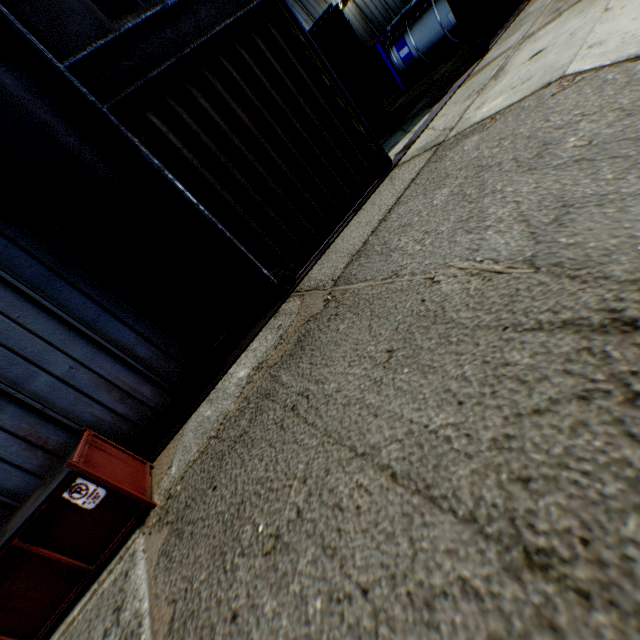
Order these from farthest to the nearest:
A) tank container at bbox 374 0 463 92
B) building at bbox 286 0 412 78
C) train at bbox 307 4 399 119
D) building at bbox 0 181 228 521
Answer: building at bbox 286 0 412 78
tank container at bbox 374 0 463 92
train at bbox 307 4 399 119
building at bbox 0 181 228 521

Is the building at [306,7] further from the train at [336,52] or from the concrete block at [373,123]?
the concrete block at [373,123]

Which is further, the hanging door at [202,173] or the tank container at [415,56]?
the tank container at [415,56]

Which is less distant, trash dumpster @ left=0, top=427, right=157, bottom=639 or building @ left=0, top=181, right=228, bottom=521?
trash dumpster @ left=0, top=427, right=157, bottom=639

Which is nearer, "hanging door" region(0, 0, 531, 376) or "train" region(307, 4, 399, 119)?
"hanging door" region(0, 0, 531, 376)

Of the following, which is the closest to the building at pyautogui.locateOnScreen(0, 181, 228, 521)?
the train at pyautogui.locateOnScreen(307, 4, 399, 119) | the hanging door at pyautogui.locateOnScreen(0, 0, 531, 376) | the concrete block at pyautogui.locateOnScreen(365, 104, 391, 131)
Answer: the hanging door at pyautogui.locateOnScreen(0, 0, 531, 376)

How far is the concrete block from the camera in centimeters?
1438cm

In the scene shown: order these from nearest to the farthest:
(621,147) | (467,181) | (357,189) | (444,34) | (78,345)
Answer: (621,147)
(467,181)
(78,345)
(357,189)
(444,34)
